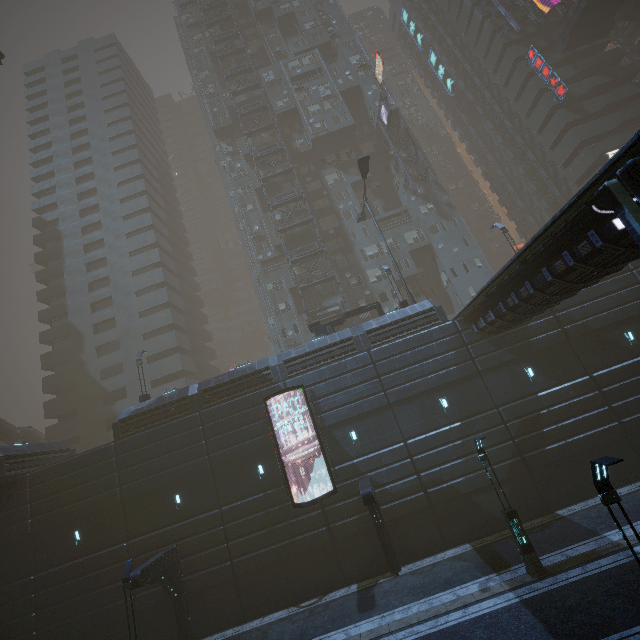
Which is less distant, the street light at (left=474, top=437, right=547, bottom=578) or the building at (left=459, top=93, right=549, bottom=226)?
the street light at (left=474, top=437, right=547, bottom=578)

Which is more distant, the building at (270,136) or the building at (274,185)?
the building at (270,136)

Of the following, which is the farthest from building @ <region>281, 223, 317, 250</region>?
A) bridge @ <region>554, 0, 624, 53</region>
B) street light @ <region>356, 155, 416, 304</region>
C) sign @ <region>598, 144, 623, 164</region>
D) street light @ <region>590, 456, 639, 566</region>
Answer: street light @ <region>590, 456, 639, 566</region>

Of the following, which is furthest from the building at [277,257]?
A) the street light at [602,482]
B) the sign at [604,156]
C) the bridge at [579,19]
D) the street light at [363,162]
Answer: the street light at [602,482]

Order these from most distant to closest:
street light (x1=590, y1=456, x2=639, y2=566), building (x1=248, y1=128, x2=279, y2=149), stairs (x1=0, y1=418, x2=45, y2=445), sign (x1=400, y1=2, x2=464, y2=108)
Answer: sign (x1=400, y1=2, x2=464, y2=108) → building (x1=248, y1=128, x2=279, y2=149) → stairs (x1=0, y1=418, x2=45, y2=445) → street light (x1=590, y1=456, x2=639, y2=566)

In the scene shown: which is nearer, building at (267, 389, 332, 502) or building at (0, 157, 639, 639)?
building at (0, 157, 639, 639)

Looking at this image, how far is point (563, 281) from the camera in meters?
12.4 m

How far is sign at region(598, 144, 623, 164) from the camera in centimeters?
3562cm
